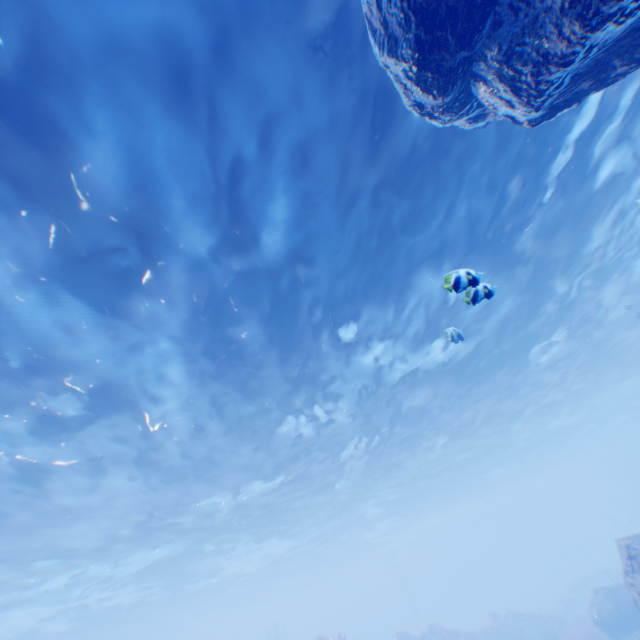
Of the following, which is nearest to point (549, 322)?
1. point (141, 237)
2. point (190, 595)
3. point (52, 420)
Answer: point (141, 237)

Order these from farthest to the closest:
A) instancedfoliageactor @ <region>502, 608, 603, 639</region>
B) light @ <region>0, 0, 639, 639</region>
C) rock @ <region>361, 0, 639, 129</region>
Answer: instancedfoliageactor @ <region>502, 608, 603, 639</region>, light @ <region>0, 0, 639, 639</region>, rock @ <region>361, 0, 639, 129</region>

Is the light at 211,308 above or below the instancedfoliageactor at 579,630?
above

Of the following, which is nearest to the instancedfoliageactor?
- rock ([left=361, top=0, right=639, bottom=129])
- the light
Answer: rock ([left=361, top=0, right=639, bottom=129])

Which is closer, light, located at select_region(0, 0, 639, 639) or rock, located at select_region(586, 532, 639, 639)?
light, located at select_region(0, 0, 639, 639)

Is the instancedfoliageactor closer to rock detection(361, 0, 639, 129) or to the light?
rock detection(361, 0, 639, 129)

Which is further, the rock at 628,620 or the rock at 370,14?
the rock at 628,620
